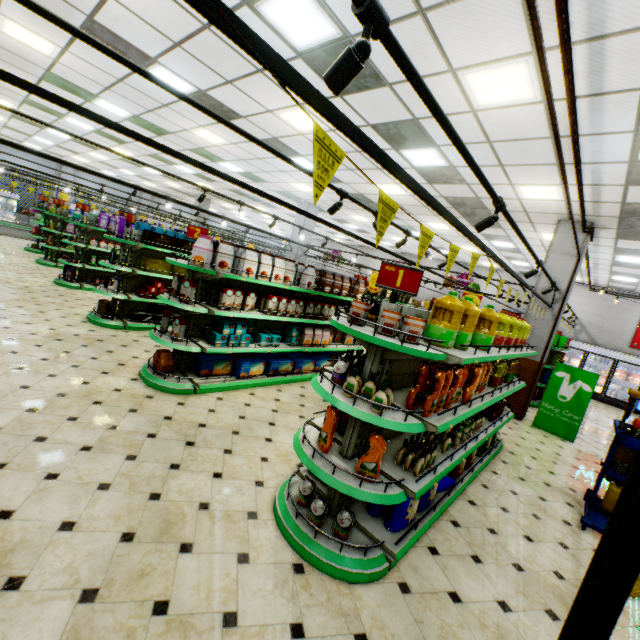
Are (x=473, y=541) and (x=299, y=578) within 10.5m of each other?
yes

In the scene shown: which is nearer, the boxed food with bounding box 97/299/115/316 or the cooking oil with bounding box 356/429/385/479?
the cooking oil with bounding box 356/429/385/479

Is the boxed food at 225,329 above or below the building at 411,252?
below

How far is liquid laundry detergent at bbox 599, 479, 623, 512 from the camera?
4.37m

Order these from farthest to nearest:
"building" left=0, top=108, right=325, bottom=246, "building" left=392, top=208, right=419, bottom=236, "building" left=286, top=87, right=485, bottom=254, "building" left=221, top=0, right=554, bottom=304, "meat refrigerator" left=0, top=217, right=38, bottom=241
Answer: "meat refrigerator" left=0, top=217, right=38, bottom=241, "building" left=0, top=108, right=325, bottom=246, "building" left=392, top=208, right=419, bottom=236, "building" left=286, top=87, right=485, bottom=254, "building" left=221, top=0, right=554, bottom=304

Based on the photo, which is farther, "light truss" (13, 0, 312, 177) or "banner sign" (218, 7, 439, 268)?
"light truss" (13, 0, 312, 177)

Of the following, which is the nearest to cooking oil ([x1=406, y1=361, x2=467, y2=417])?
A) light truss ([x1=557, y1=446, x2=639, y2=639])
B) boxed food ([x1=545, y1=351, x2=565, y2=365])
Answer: light truss ([x1=557, y1=446, x2=639, y2=639])

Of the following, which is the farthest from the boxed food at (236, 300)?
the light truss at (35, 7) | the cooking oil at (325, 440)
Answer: the cooking oil at (325, 440)
